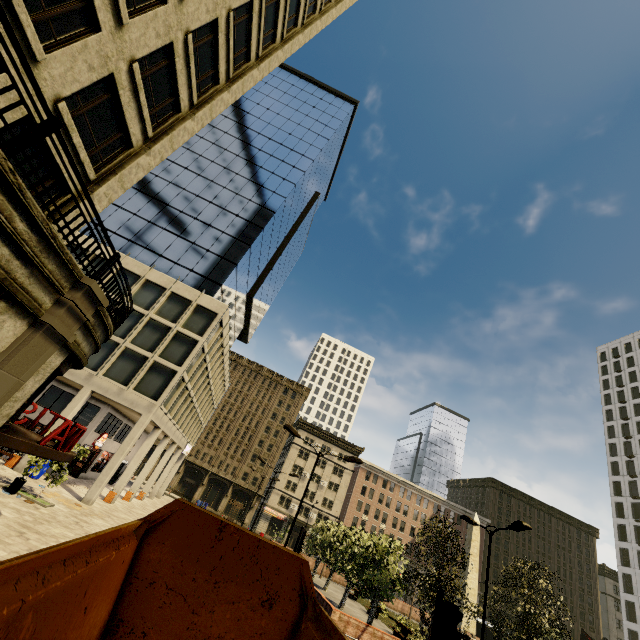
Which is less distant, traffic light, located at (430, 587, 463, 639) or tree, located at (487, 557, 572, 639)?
traffic light, located at (430, 587, 463, 639)

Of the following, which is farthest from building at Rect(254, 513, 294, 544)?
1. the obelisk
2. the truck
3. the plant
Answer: the obelisk

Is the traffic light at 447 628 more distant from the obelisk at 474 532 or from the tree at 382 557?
the obelisk at 474 532

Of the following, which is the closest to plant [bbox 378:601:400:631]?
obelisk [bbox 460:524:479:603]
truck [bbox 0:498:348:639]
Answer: obelisk [bbox 460:524:479:603]

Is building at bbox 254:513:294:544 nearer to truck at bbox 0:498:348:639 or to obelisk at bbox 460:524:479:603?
truck at bbox 0:498:348:639

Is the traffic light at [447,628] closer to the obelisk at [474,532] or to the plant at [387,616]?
the plant at [387,616]

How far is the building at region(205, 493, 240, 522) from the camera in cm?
5856

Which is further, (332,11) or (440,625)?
(332,11)
